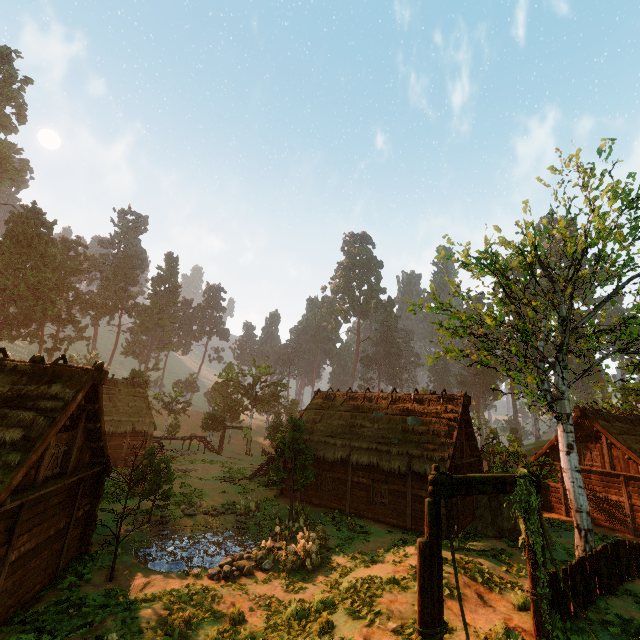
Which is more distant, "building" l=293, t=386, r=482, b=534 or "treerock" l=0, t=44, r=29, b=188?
"treerock" l=0, t=44, r=29, b=188

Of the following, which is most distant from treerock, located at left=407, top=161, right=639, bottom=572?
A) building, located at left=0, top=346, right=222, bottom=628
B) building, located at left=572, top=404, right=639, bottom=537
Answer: building, located at left=572, top=404, right=639, bottom=537

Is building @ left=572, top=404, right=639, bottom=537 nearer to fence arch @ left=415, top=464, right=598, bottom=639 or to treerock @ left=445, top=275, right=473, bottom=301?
treerock @ left=445, top=275, right=473, bottom=301

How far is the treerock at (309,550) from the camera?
14.45m

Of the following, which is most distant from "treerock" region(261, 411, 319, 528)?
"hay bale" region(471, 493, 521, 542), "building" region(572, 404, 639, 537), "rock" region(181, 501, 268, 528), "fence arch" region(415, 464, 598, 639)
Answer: "fence arch" region(415, 464, 598, 639)

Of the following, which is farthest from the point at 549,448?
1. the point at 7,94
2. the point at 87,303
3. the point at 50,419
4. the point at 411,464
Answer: the point at 7,94

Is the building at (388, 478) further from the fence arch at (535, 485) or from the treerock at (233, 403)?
the fence arch at (535, 485)

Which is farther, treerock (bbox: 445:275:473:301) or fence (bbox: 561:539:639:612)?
treerock (bbox: 445:275:473:301)
